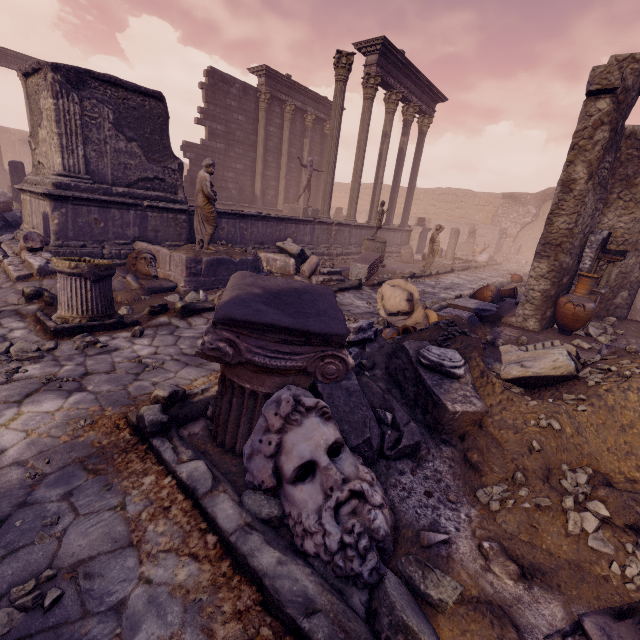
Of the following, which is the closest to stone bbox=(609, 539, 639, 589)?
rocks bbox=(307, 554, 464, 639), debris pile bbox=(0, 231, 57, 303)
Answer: rocks bbox=(307, 554, 464, 639)

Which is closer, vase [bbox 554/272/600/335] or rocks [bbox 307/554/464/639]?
rocks [bbox 307/554/464/639]

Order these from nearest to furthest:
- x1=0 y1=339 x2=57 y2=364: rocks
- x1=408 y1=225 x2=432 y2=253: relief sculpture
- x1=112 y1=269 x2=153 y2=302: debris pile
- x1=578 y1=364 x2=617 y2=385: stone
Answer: x1=578 y1=364 x2=617 y2=385: stone < x1=0 y1=339 x2=57 y2=364: rocks < x1=112 y1=269 x2=153 y2=302: debris pile < x1=408 y1=225 x2=432 y2=253: relief sculpture

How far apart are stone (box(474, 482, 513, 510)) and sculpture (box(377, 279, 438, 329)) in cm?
347

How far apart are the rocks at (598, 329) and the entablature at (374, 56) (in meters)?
11.39

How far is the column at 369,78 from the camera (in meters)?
12.42

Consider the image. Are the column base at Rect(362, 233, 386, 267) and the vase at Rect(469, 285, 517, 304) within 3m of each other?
no

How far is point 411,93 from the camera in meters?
14.4
